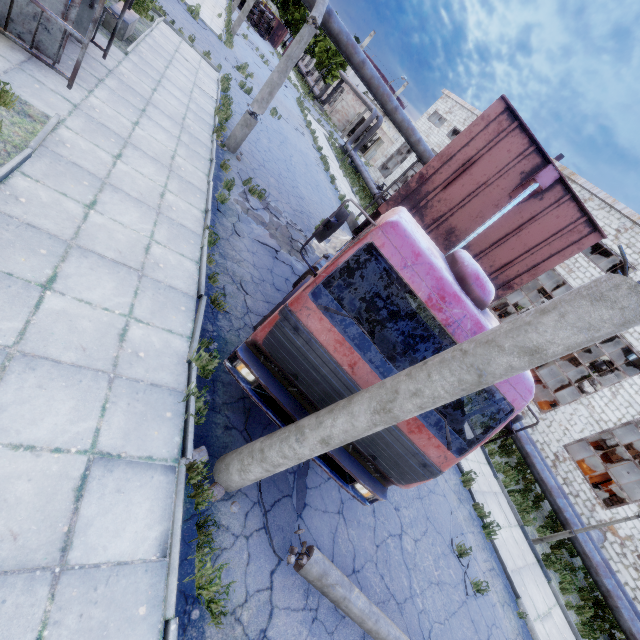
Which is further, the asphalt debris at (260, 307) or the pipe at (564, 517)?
the pipe at (564, 517)

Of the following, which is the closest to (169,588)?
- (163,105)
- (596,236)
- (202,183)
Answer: (596,236)

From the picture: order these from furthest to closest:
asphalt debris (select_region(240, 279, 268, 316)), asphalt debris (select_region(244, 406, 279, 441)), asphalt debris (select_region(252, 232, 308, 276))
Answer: asphalt debris (select_region(252, 232, 308, 276)) < asphalt debris (select_region(240, 279, 268, 316)) < asphalt debris (select_region(244, 406, 279, 441))

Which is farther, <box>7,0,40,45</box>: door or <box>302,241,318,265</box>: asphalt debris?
<box>302,241,318,265</box>: asphalt debris

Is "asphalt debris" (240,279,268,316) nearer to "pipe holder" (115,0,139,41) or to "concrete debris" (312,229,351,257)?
"concrete debris" (312,229,351,257)

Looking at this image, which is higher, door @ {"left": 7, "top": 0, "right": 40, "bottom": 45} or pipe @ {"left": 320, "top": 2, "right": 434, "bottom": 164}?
pipe @ {"left": 320, "top": 2, "right": 434, "bottom": 164}

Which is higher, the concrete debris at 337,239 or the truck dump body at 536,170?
the truck dump body at 536,170

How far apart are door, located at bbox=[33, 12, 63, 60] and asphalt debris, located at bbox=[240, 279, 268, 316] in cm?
605
